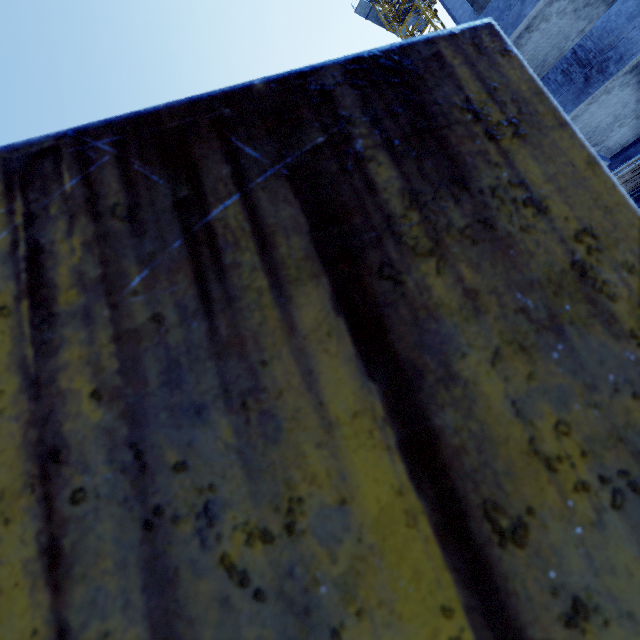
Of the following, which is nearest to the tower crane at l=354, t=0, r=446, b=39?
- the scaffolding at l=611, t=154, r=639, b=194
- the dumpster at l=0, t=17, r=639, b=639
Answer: the scaffolding at l=611, t=154, r=639, b=194

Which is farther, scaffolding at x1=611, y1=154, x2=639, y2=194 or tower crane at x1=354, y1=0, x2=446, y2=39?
tower crane at x1=354, y1=0, x2=446, y2=39

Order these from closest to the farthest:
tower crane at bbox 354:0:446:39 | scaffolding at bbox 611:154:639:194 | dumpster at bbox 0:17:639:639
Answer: dumpster at bbox 0:17:639:639, scaffolding at bbox 611:154:639:194, tower crane at bbox 354:0:446:39

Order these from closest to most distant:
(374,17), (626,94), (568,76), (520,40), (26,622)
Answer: (26,622) → (568,76) → (626,94) → (520,40) → (374,17)

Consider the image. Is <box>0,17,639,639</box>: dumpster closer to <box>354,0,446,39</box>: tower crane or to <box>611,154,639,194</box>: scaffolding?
<box>611,154,639,194</box>: scaffolding

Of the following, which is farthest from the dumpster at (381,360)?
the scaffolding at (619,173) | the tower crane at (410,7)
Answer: the tower crane at (410,7)

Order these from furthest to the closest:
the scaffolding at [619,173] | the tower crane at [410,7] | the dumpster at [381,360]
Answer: the tower crane at [410,7] → the scaffolding at [619,173] → the dumpster at [381,360]
